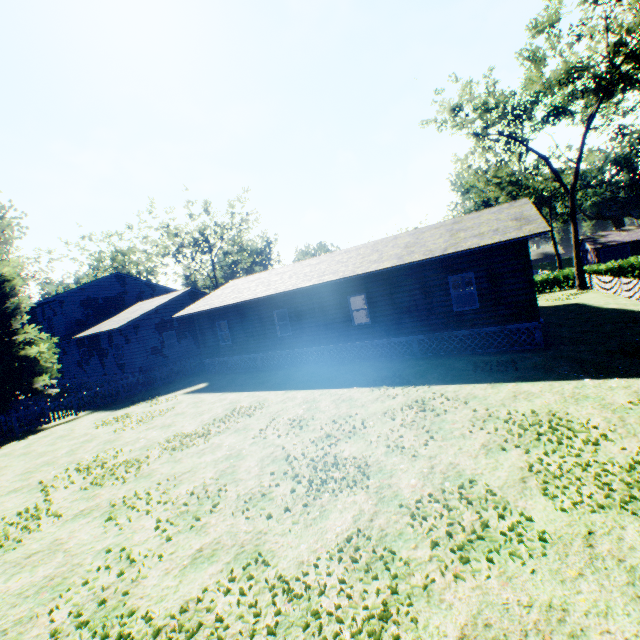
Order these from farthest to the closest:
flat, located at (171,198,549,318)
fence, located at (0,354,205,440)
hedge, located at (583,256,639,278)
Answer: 1. hedge, located at (583,256,639,278)
2. fence, located at (0,354,205,440)
3. flat, located at (171,198,549,318)

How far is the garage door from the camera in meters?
48.9

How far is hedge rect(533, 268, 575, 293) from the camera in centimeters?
3150cm

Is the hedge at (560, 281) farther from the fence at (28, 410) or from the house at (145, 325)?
the house at (145, 325)

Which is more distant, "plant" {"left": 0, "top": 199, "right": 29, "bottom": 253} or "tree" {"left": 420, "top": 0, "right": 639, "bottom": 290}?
"tree" {"left": 420, "top": 0, "right": 639, "bottom": 290}

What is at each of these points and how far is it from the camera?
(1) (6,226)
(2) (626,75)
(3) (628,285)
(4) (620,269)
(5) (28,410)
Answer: (1) plant, 18.8 meters
(2) tree, 22.3 meters
(3) fence, 19.4 meters
(4) hedge, 29.5 meters
(5) fence, 16.0 meters

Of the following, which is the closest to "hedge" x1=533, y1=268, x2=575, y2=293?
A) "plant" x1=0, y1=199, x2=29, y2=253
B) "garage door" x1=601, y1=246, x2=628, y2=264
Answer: "garage door" x1=601, y1=246, x2=628, y2=264

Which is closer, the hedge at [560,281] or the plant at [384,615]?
the plant at [384,615]
